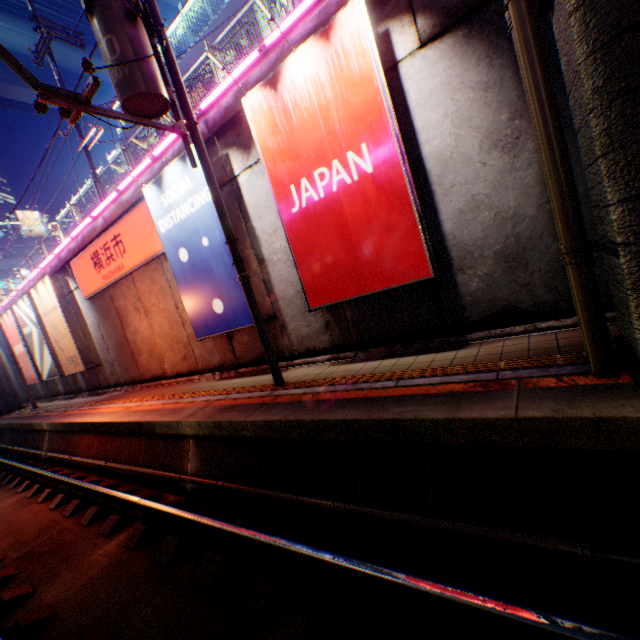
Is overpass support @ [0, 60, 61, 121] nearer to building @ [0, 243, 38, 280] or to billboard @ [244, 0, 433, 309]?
building @ [0, 243, 38, 280]

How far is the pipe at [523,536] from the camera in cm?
280

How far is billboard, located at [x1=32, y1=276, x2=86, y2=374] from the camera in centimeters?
1411cm

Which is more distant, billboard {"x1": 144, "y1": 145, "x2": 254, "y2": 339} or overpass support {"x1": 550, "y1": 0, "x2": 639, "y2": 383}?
billboard {"x1": 144, "y1": 145, "x2": 254, "y2": 339}

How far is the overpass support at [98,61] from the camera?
32.6m

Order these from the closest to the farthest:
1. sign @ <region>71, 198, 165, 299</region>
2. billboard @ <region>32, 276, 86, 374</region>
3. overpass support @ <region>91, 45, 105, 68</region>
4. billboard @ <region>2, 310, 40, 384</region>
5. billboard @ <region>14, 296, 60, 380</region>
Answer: sign @ <region>71, 198, 165, 299</region>
billboard @ <region>32, 276, 86, 374</region>
billboard @ <region>14, 296, 60, 380</region>
billboard @ <region>2, 310, 40, 384</region>
overpass support @ <region>91, 45, 105, 68</region>

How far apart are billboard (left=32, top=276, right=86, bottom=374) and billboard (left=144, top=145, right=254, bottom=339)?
8.69m

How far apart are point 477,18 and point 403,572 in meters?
7.0
